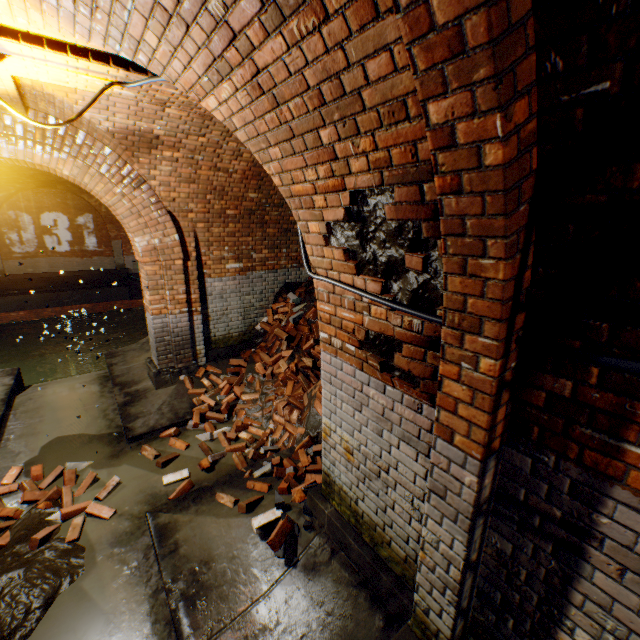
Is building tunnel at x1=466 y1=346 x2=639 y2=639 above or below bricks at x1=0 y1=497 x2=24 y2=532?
above

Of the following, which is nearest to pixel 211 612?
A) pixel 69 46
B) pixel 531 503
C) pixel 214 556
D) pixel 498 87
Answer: pixel 214 556

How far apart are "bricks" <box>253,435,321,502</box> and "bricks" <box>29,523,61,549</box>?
1.2 meters

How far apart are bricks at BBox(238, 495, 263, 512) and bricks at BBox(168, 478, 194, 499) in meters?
0.5 m

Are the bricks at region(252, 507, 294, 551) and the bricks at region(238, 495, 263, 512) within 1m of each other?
yes

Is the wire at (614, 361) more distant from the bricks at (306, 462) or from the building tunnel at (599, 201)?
the bricks at (306, 462)

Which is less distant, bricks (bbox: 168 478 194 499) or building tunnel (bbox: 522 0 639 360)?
building tunnel (bbox: 522 0 639 360)

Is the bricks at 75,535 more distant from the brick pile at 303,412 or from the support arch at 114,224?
the brick pile at 303,412
